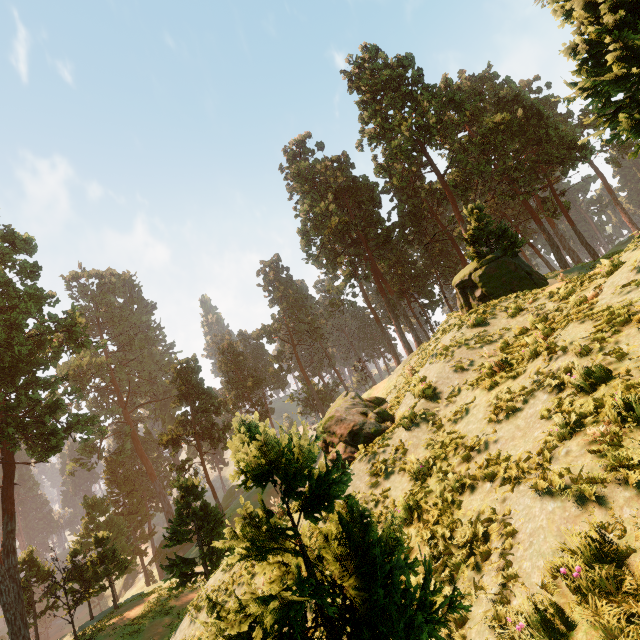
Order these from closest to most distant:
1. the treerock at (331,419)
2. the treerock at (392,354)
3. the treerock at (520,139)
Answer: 1. the treerock at (331,419)
2. the treerock at (520,139)
3. the treerock at (392,354)

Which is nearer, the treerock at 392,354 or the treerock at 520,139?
the treerock at 520,139

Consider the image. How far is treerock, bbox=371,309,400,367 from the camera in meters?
57.7

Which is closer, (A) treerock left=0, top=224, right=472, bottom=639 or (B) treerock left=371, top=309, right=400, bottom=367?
(A) treerock left=0, top=224, right=472, bottom=639

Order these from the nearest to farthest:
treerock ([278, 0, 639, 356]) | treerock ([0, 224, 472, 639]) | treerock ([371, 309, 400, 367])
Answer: treerock ([0, 224, 472, 639])
treerock ([278, 0, 639, 356])
treerock ([371, 309, 400, 367])

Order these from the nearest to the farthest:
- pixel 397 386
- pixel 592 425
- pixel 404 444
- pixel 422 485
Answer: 1. pixel 592 425
2. pixel 422 485
3. pixel 404 444
4. pixel 397 386
